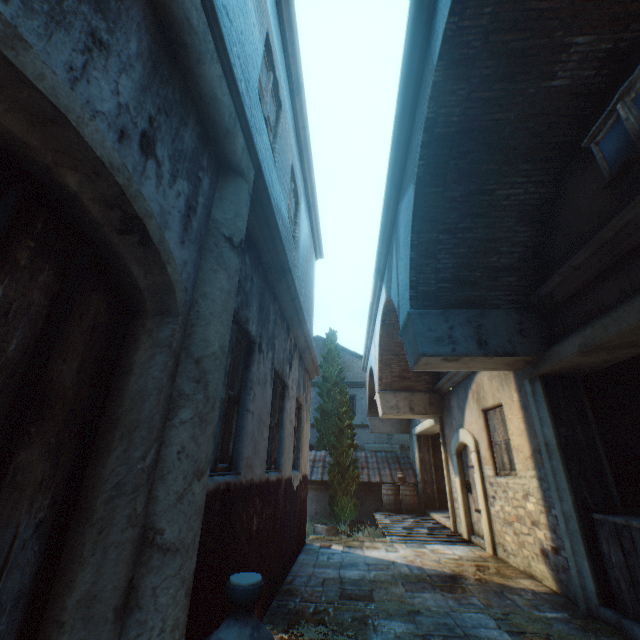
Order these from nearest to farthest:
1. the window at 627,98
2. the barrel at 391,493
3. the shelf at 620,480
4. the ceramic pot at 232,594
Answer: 1. the ceramic pot at 232,594
2. the window at 627,98
3. the shelf at 620,480
4. the barrel at 391,493

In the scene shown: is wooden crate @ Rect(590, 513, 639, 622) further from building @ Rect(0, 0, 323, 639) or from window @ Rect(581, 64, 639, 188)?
building @ Rect(0, 0, 323, 639)

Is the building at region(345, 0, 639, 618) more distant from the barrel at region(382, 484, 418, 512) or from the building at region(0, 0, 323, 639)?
the building at region(0, 0, 323, 639)

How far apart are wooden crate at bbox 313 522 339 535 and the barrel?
1.9 meters

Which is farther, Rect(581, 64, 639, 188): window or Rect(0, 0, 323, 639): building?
Rect(581, 64, 639, 188): window

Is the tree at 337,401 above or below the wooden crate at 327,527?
above

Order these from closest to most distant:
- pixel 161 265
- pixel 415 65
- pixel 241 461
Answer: pixel 161 265 → pixel 241 461 → pixel 415 65

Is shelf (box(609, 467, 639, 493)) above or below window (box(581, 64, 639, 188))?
below
